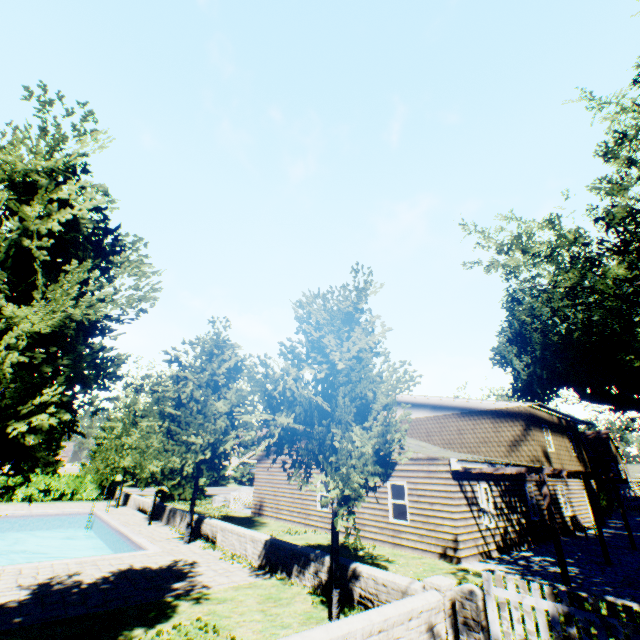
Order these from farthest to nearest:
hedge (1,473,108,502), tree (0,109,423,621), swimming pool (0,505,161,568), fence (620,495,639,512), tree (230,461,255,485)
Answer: tree (230,461,255,485)
fence (620,495,639,512)
hedge (1,473,108,502)
swimming pool (0,505,161,568)
tree (0,109,423,621)

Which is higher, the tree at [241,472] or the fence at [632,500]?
the tree at [241,472]

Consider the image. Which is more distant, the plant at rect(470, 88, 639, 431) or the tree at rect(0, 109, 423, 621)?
the plant at rect(470, 88, 639, 431)

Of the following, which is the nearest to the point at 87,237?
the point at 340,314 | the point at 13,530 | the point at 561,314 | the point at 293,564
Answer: the point at 340,314

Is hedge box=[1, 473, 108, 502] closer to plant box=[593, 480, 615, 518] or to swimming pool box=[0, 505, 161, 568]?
plant box=[593, 480, 615, 518]

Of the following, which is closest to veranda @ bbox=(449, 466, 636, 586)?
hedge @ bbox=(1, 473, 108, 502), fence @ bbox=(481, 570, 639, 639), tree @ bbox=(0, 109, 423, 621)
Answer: tree @ bbox=(0, 109, 423, 621)

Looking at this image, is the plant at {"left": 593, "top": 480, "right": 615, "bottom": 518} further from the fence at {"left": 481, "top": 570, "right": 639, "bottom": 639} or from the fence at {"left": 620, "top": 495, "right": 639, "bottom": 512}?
the fence at {"left": 620, "top": 495, "right": 639, "bottom": 512}

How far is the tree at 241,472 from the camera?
53.4 meters
